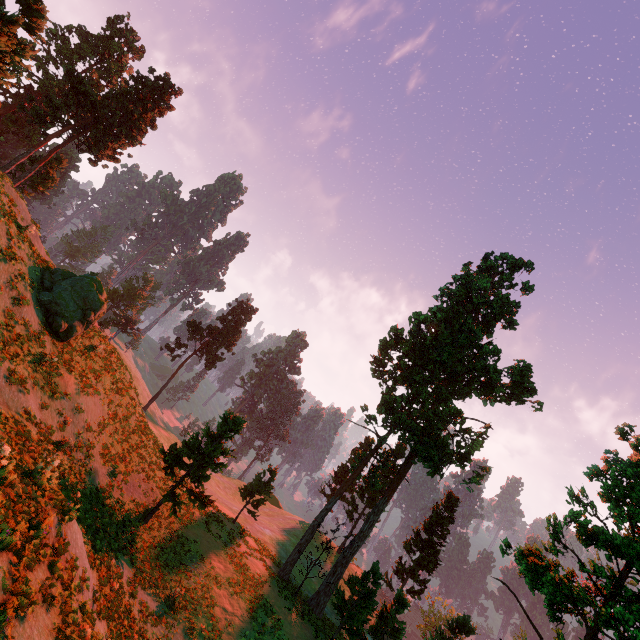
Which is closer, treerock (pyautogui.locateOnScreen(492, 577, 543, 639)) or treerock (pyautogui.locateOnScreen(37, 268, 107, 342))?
treerock (pyautogui.locateOnScreen(492, 577, 543, 639))

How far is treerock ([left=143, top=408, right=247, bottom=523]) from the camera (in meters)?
20.91

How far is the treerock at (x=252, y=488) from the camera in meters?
30.9

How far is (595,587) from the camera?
15.2 meters

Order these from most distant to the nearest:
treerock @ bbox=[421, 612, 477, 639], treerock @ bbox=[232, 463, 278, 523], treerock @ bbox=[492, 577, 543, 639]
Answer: treerock @ bbox=[232, 463, 278, 523] < treerock @ bbox=[421, 612, 477, 639] < treerock @ bbox=[492, 577, 543, 639]

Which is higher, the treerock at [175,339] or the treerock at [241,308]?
the treerock at [241,308]
